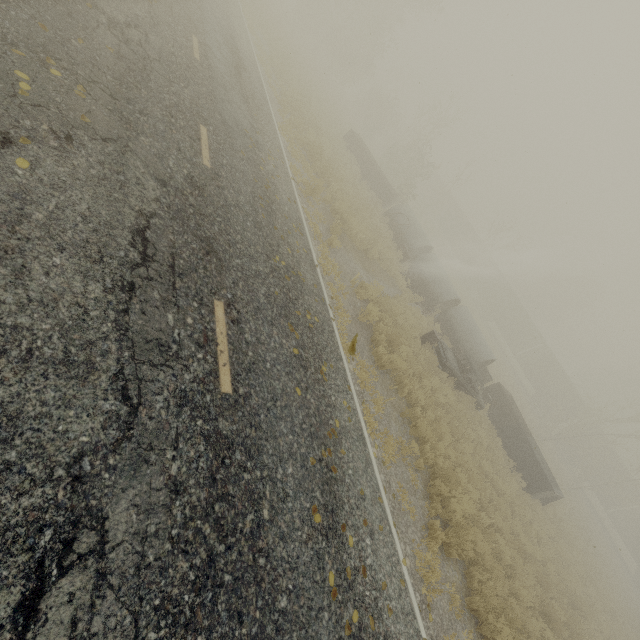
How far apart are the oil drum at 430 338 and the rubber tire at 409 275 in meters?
4.3

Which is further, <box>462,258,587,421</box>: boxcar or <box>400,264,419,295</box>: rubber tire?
<box>462,258,587,421</box>: boxcar

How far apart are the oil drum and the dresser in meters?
5.6 m

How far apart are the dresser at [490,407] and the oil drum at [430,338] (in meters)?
5.58

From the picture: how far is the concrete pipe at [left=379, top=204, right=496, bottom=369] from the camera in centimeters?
1823cm

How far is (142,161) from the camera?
5.23m

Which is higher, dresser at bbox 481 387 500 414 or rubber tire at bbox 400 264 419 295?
dresser at bbox 481 387 500 414

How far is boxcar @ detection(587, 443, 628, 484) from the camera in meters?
34.1
